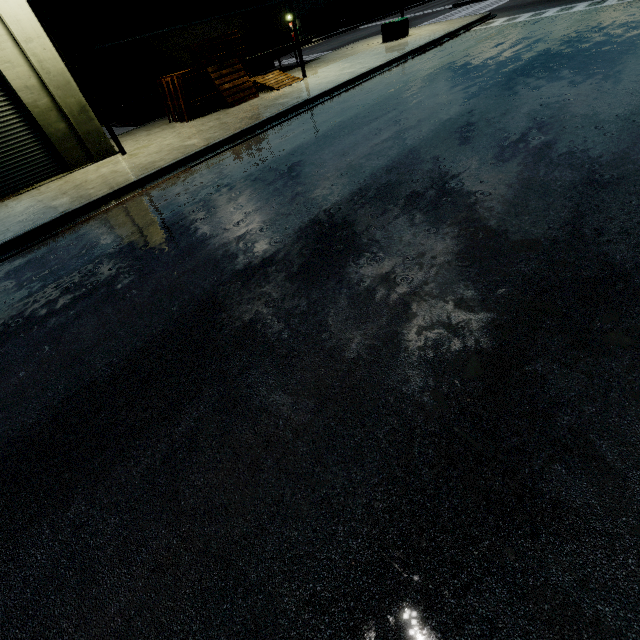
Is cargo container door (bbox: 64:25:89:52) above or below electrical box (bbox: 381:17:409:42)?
above

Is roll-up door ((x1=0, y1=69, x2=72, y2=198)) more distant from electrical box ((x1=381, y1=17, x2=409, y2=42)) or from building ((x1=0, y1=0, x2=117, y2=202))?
electrical box ((x1=381, y1=17, x2=409, y2=42))

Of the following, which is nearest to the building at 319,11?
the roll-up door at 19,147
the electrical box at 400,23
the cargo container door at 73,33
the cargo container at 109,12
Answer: the roll-up door at 19,147

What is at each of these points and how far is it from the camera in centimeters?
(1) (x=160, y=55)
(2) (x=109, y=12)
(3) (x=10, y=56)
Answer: (1) semi trailer, 1978cm
(2) cargo container, 2247cm
(3) building, 1125cm

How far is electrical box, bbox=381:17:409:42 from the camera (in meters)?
21.55

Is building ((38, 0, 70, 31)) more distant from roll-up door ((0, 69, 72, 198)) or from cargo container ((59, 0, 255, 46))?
cargo container ((59, 0, 255, 46))

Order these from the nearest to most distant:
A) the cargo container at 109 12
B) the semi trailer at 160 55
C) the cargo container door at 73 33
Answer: the semi trailer at 160 55
the cargo container door at 73 33
the cargo container at 109 12

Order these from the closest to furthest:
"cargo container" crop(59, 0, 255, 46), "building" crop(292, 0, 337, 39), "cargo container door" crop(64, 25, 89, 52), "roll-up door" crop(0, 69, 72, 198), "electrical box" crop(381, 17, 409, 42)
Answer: "roll-up door" crop(0, 69, 72, 198)
"cargo container door" crop(64, 25, 89, 52)
"cargo container" crop(59, 0, 255, 46)
"electrical box" crop(381, 17, 409, 42)
"building" crop(292, 0, 337, 39)
